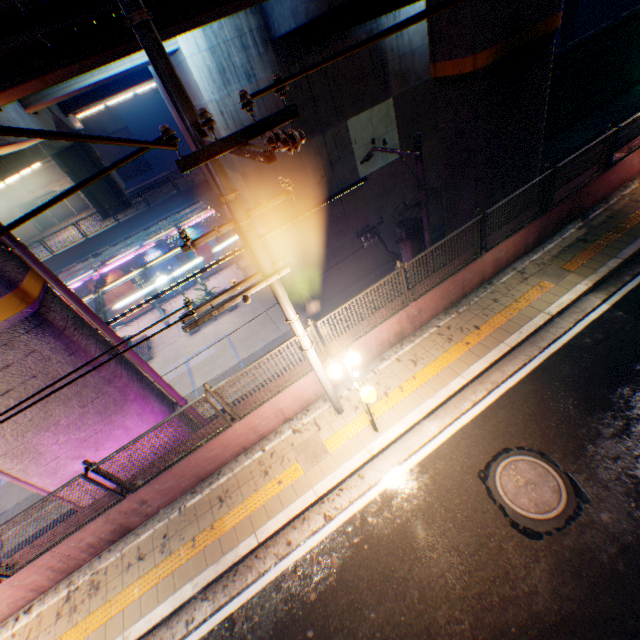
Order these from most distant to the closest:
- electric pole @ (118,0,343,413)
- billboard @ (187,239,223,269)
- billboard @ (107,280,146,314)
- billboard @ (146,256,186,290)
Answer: billboard @ (187,239,223,269)
billboard @ (146,256,186,290)
billboard @ (107,280,146,314)
electric pole @ (118,0,343,413)

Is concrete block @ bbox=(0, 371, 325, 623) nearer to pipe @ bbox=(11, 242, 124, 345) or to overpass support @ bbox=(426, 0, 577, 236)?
overpass support @ bbox=(426, 0, 577, 236)

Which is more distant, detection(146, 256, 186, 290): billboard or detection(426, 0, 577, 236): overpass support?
detection(146, 256, 186, 290): billboard

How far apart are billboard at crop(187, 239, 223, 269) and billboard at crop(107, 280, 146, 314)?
4.76m

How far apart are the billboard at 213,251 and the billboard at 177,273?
0.9m

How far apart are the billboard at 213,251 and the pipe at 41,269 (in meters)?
20.34

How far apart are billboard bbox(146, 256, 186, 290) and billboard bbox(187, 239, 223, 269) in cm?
89

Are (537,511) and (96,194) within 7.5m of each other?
no
